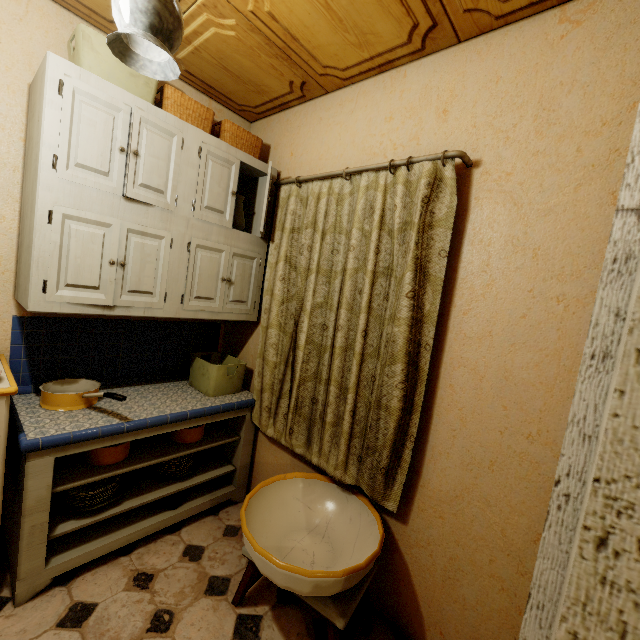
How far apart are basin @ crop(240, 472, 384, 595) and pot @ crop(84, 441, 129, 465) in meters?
0.8

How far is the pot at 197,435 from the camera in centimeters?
211cm

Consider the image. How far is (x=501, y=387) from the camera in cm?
138

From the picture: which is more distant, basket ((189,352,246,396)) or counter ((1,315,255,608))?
basket ((189,352,246,396))

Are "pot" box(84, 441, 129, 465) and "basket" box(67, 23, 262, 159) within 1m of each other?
no

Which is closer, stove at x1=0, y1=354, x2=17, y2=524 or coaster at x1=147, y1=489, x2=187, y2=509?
stove at x1=0, y1=354, x2=17, y2=524

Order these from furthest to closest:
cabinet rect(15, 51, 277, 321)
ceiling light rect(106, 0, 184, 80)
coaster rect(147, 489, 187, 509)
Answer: coaster rect(147, 489, 187, 509) → cabinet rect(15, 51, 277, 321) → ceiling light rect(106, 0, 184, 80)

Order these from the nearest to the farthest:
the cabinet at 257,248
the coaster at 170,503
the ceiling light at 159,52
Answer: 1. the ceiling light at 159,52
2. the cabinet at 257,248
3. the coaster at 170,503
